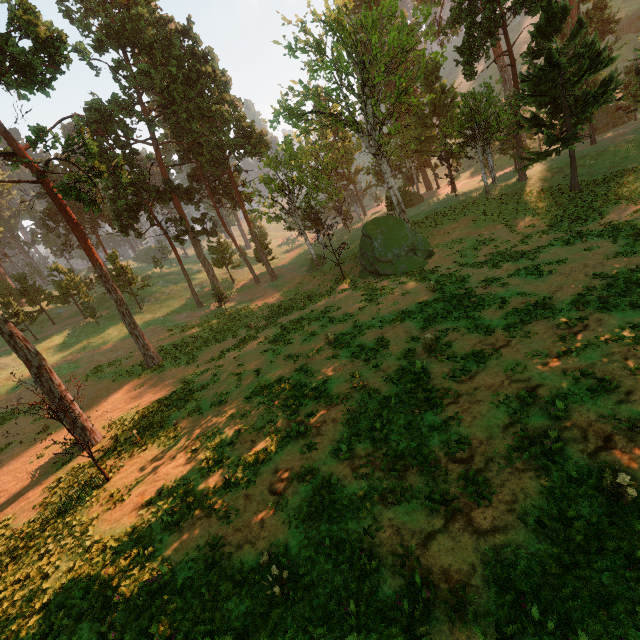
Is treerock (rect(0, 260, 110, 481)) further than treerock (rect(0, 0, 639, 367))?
No

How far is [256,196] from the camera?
34.97m

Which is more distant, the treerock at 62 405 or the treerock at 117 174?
the treerock at 117 174
